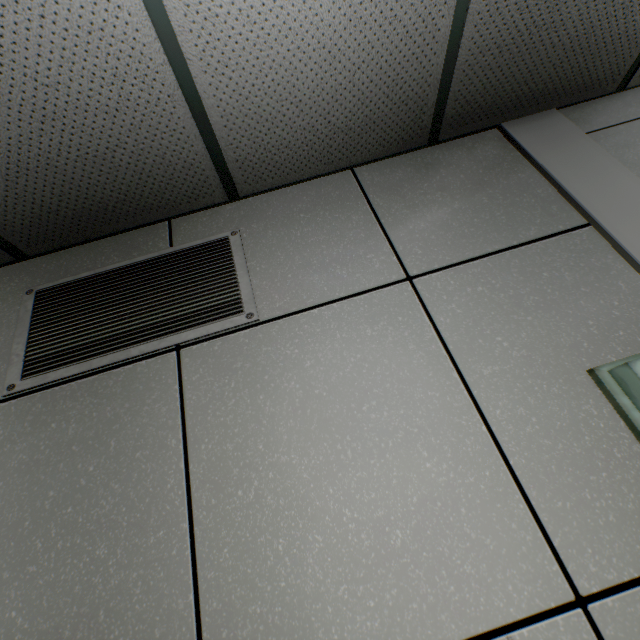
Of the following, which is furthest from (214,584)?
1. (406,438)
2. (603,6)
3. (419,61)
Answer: (603,6)

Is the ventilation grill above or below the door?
above

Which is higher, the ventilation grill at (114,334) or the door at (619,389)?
the ventilation grill at (114,334)
